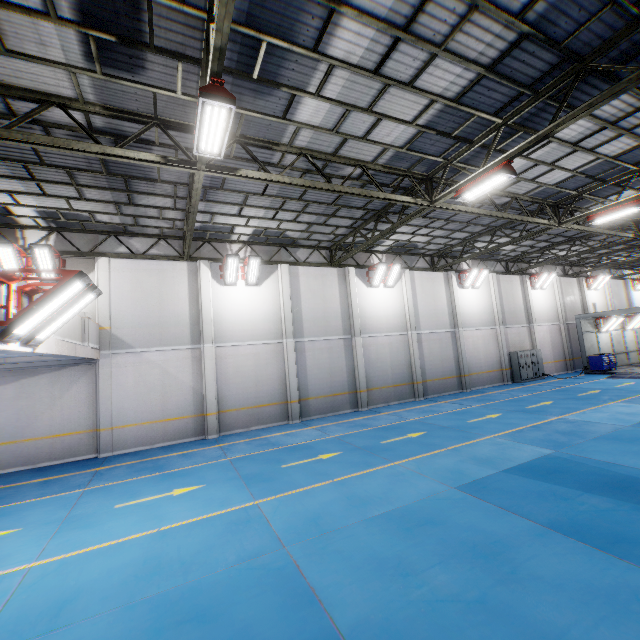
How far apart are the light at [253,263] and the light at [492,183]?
8.61m

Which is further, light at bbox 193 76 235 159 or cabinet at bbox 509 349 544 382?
cabinet at bbox 509 349 544 382

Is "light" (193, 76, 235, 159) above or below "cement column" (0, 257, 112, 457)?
above

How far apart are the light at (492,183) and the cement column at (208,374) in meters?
10.6

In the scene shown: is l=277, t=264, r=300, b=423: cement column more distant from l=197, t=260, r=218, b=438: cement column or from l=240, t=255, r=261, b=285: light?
l=197, t=260, r=218, b=438: cement column

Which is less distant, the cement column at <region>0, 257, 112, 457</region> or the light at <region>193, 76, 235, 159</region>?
the light at <region>193, 76, 235, 159</region>

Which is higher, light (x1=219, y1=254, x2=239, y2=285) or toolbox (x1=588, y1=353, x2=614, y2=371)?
light (x1=219, y1=254, x2=239, y2=285)

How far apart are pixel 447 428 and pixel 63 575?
A: 11.52m
